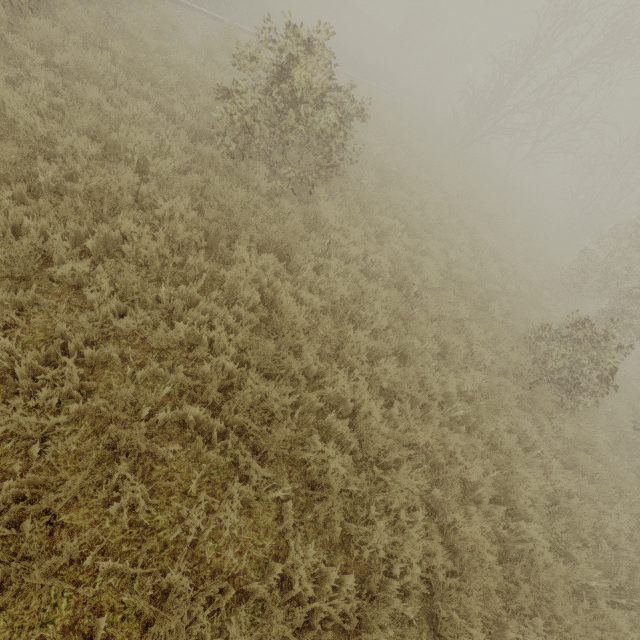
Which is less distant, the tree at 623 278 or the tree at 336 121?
the tree at 336 121

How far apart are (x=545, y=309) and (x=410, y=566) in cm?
1094

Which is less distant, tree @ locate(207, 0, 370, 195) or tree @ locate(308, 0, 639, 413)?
tree @ locate(207, 0, 370, 195)
